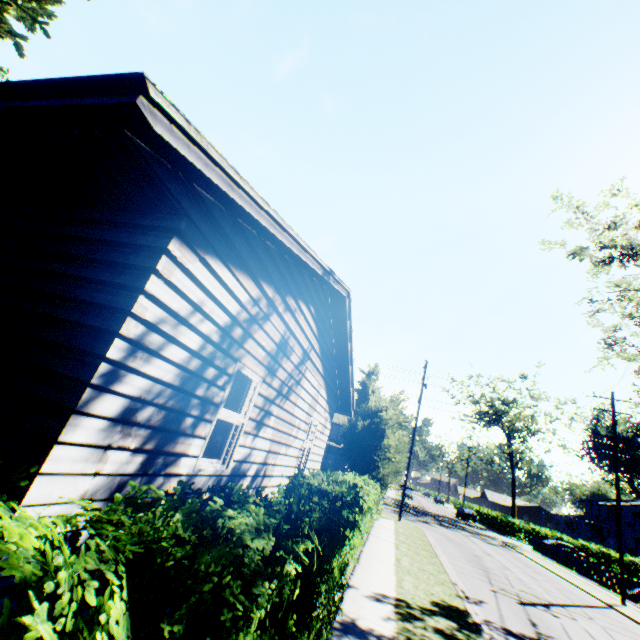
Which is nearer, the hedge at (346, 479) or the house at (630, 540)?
the hedge at (346, 479)

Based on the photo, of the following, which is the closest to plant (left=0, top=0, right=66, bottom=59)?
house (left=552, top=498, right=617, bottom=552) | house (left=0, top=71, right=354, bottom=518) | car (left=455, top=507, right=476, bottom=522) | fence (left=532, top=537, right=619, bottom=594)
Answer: house (left=0, top=71, right=354, bottom=518)

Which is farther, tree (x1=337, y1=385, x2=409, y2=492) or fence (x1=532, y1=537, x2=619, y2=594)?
fence (x1=532, y1=537, x2=619, y2=594)

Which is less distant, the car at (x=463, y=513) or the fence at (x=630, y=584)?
the fence at (x=630, y=584)

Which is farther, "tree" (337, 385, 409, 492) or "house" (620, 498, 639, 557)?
"house" (620, 498, 639, 557)

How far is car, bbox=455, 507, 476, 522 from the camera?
46.4 meters

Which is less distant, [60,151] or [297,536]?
[60,151]

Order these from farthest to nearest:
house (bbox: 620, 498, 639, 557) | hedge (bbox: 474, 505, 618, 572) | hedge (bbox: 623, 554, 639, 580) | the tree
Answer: house (bbox: 620, 498, 639, 557), hedge (bbox: 474, 505, 618, 572), hedge (bbox: 623, 554, 639, 580), the tree
